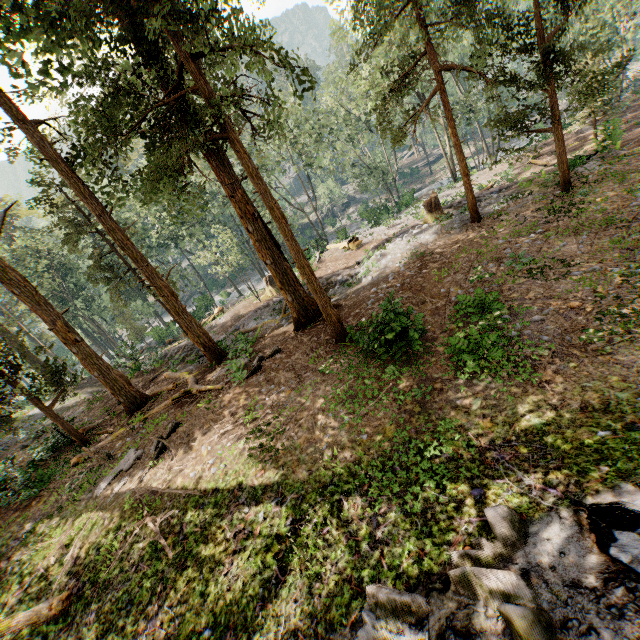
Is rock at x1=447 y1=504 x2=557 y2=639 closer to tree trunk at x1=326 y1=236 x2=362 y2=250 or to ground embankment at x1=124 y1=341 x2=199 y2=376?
ground embankment at x1=124 y1=341 x2=199 y2=376

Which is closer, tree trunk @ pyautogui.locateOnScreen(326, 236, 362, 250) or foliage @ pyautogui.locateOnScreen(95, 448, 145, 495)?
foliage @ pyautogui.locateOnScreen(95, 448, 145, 495)

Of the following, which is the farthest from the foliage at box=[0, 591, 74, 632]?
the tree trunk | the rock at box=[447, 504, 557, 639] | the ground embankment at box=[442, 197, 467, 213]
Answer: the tree trunk

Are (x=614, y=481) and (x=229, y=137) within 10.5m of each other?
no

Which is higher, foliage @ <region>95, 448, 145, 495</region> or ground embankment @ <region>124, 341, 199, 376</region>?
foliage @ <region>95, 448, 145, 495</region>

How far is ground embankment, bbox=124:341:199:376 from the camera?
21.3 meters

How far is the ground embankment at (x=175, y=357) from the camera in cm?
2130

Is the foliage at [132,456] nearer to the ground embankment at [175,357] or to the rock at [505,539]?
the ground embankment at [175,357]
